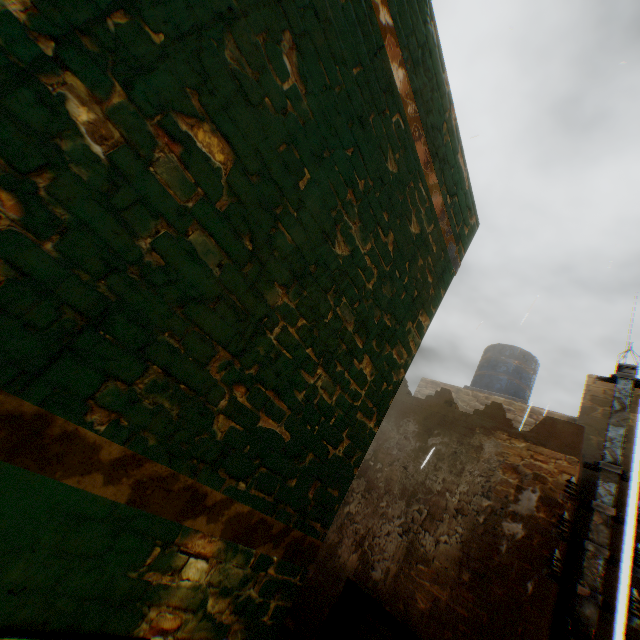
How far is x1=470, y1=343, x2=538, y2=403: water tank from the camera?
9.5 meters

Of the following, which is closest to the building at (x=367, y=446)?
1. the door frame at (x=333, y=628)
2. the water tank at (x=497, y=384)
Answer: the door frame at (x=333, y=628)

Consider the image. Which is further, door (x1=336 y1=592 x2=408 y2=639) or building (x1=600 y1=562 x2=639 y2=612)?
door (x1=336 y1=592 x2=408 y2=639)

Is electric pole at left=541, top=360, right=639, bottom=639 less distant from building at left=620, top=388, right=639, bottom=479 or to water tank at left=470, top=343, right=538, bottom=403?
building at left=620, top=388, right=639, bottom=479

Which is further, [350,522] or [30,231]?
[350,522]

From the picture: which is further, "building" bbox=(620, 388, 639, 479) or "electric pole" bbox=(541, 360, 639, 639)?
"electric pole" bbox=(541, 360, 639, 639)

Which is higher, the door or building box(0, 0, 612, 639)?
building box(0, 0, 612, 639)

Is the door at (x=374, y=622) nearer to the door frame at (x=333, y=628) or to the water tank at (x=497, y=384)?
the door frame at (x=333, y=628)
